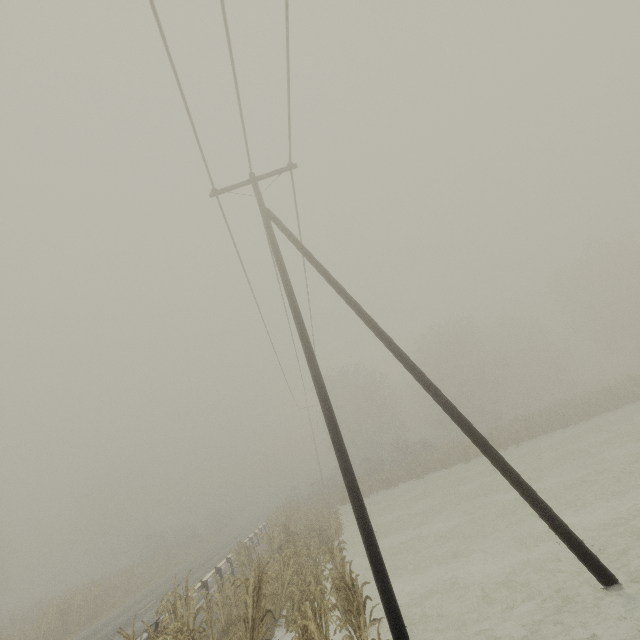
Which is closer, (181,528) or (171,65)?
(171,65)

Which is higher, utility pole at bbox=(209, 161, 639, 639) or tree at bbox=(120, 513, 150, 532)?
tree at bbox=(120, 513, 150, 532)

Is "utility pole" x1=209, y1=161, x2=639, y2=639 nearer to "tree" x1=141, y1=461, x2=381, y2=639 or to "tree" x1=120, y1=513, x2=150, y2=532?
"tree" x1=141, y1=461, x2=381, y2=639

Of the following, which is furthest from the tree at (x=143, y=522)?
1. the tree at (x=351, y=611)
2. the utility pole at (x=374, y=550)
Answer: the utility pole at (x=374, y=550)

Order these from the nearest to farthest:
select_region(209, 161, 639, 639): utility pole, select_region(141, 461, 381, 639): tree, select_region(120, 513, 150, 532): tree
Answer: select_region(209, 161, 639, 639): utility pole < select_region(141, 461, 381, 639): tree < select_region(120, 513, 150, 532): tree

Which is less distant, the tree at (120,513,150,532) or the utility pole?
the utility pole
